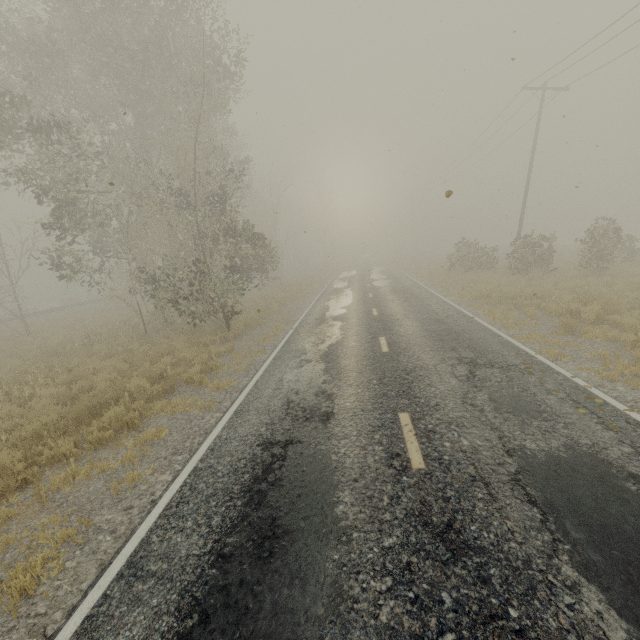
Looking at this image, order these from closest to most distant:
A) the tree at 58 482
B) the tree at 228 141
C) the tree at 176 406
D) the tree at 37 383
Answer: the tree at 58 482 < the tree at 176 406 < the tree at 37 383 < the tree at 228 141

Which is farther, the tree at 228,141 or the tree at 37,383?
the tree at 228,141

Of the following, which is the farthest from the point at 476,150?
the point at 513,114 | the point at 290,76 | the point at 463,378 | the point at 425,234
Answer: the point at 463,378

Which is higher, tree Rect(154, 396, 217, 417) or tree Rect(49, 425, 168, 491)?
tree Rect(49, 425, 168, 491)

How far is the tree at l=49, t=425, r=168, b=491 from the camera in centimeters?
541cm

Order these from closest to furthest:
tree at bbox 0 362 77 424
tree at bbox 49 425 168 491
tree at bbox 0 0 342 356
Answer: tree at bbox 49 425 168 491
tree at bbox 0 362 77 424
tree at bbox 0 0 342 356

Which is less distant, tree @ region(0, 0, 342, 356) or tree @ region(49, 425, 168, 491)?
tree @ region(49, 425, 168, 491)
